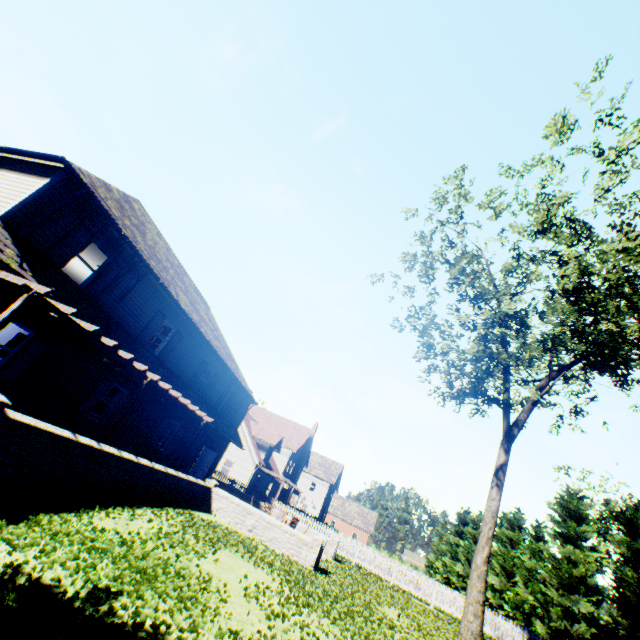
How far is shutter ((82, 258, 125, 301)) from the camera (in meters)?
11.60

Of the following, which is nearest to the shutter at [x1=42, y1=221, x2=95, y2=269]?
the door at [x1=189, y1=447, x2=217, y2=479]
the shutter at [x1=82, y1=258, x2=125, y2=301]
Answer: the shutter at [x1=82, y1=258, x2=125, y2=301]

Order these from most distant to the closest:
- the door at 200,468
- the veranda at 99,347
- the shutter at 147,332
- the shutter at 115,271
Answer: the door at 200,468, the shutter at 147,332, the shutter at 115,271, the veranda at 99,347

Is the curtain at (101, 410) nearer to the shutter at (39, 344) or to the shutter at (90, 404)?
the shutter at (90, 404)

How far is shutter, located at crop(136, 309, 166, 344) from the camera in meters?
14.3

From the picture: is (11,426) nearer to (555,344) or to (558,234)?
(558,234)

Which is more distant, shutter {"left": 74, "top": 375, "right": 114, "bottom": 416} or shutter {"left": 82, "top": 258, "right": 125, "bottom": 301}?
shutter {"left": 74, "top": 375, "right": 114, "bottom": 416}

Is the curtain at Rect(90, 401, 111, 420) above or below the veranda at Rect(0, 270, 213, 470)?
below
